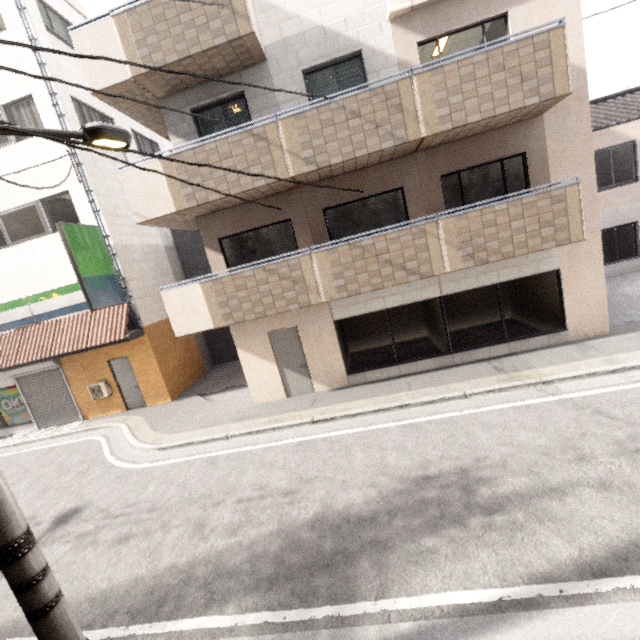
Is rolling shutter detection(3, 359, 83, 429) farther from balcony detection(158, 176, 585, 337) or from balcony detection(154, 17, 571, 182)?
balcony detection(154, 17, 571, 182)

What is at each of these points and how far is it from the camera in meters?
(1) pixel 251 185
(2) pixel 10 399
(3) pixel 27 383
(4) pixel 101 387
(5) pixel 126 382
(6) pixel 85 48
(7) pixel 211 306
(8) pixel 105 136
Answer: (1) balcony, 7.5 m
(2) sign, 12.9 m
(3) rolling shutter, 12.5 m
(4) air conditioner, 12.1 m
(5) door, 12.2 m
(6) balcony, 7.2 m
(7) balcony, 8.2 m
(8) street light, 3.3 m

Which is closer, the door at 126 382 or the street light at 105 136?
the street light at 105 136

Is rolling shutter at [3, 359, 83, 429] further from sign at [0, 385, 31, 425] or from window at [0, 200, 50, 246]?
window at [0, 200, 50, 246]

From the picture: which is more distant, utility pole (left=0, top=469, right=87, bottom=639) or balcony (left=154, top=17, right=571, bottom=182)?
balcony (left=154, top=17, right=571, bottom=182)

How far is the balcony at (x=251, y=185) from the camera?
7.47m

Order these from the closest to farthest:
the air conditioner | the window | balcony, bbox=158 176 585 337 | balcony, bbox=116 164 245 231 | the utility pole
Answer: the utility pole, balcony, bbox=158 176 585 337, balcony, bbox=116 164 245 231, the window, the air conditioner

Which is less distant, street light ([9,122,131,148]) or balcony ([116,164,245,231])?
street light ([9,122,131,148])
